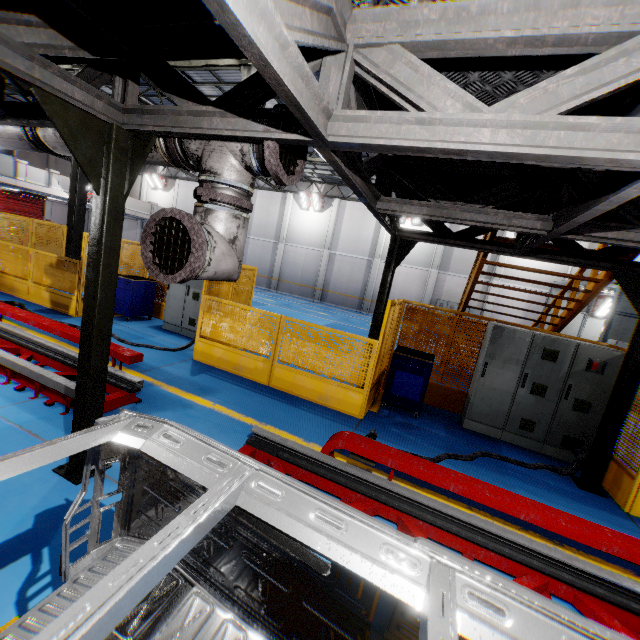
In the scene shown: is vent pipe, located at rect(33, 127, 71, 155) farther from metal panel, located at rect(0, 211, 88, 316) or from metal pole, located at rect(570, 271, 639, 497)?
metal pole, located at rect(570, 271, 639, 497)

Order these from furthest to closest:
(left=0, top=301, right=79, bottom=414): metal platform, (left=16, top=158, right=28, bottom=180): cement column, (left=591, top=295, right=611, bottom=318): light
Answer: (left=16, top=158, right=28, bottom=180): cement column, (left=591, top=295, right=611, bottom=318): light, (left=0, top=301, right=79, bottom=414): metal platform

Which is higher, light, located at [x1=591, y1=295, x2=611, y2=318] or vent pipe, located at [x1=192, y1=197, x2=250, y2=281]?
light, located at [x1=591, y1=295, x2=611, y2=318]

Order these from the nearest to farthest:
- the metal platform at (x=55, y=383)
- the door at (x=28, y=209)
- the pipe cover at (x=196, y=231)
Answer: the pipe cover at (x=196, y=231) → the metal platform at (x=55, y=383) → the door at (x=28, y=209)

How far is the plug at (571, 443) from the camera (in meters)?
5.61

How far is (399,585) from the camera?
0.8 meters

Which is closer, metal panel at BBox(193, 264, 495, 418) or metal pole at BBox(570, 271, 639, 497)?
metal pole at BBox(570, 271, 639, 497)

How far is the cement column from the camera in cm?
1919
